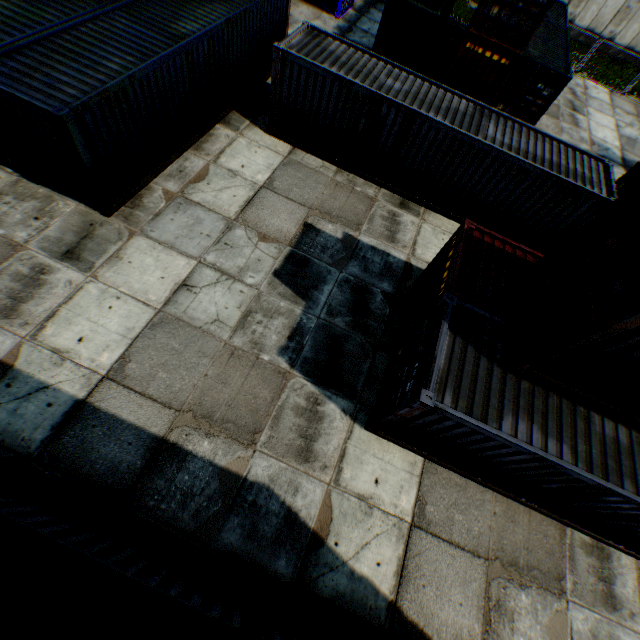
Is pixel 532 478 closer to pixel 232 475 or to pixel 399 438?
pixel 399 438

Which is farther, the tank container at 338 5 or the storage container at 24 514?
the tank container at 338 5

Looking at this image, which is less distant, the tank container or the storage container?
the storage container
